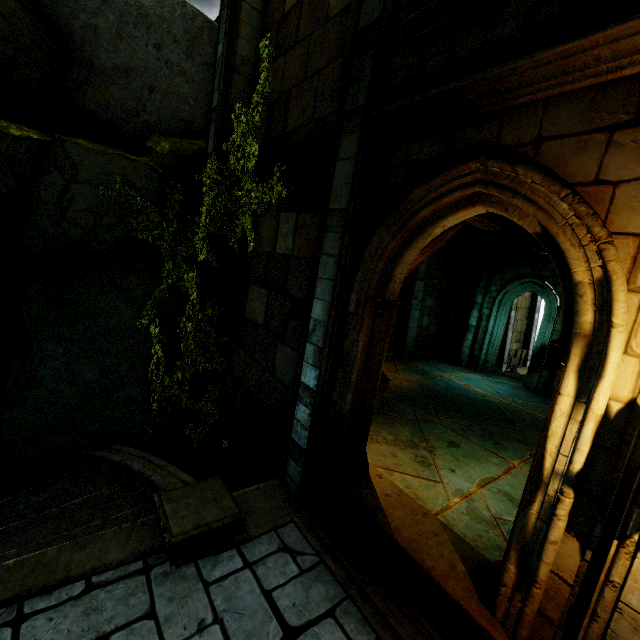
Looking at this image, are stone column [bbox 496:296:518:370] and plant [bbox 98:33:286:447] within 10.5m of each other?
no

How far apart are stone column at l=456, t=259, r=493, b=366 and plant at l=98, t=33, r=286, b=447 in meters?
11.1

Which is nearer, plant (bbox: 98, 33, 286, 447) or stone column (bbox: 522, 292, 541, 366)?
plant (bbox: 98, 33, 286, 447)

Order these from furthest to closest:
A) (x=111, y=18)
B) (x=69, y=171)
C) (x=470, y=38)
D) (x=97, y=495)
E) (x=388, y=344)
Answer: (x=388, y=344), (x=111, y=18), (x=69, y=171), (x=97, y=495), (x=470, y=38)

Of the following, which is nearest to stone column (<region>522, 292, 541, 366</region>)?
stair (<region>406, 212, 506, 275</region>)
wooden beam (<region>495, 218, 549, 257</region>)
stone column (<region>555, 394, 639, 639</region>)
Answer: wooden beam (<region>495, 218, 549, 257</region>)

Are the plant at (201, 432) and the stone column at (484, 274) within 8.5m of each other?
no

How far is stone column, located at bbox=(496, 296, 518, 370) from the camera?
18.44m

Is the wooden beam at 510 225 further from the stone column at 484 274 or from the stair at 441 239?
the stone column at 484 274
